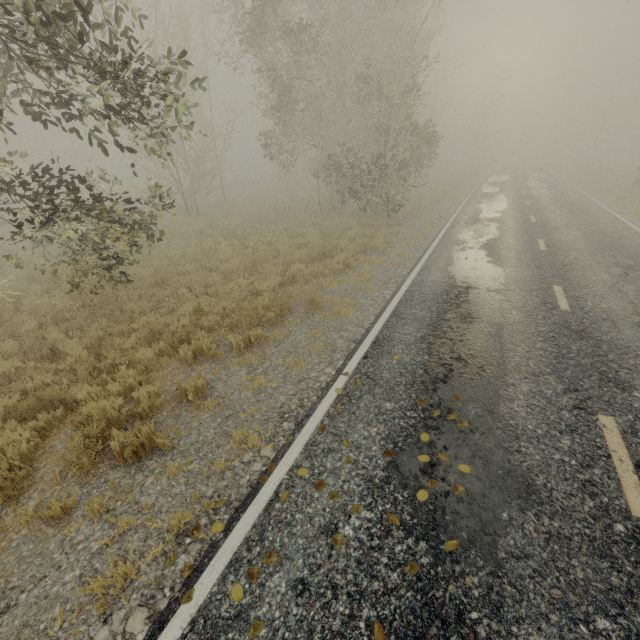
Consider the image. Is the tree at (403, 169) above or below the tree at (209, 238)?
above

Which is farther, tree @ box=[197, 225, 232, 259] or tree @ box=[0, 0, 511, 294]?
tree @ box=[197, 225, 232, 259]

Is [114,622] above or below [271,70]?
below

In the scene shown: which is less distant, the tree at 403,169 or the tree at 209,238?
the tree at 403,169

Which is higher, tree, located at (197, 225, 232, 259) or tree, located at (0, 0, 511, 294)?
tree, located at (0, 0, 511, 294)

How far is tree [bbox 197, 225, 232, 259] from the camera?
13.28m
